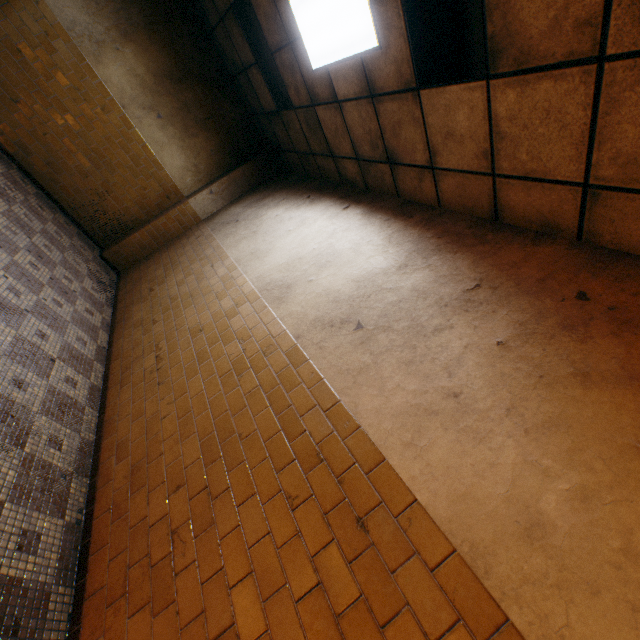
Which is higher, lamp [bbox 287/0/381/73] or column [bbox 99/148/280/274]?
lamp [bbox 287/0/381/73]

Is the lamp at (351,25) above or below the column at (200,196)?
above

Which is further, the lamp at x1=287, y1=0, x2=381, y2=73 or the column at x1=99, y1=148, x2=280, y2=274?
the column at x1=99, y1=148, x2=280, y2=274

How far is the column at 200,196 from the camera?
6.27m

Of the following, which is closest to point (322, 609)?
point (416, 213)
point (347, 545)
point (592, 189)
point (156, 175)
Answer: point (347, 545)

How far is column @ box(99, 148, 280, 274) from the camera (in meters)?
6.27
